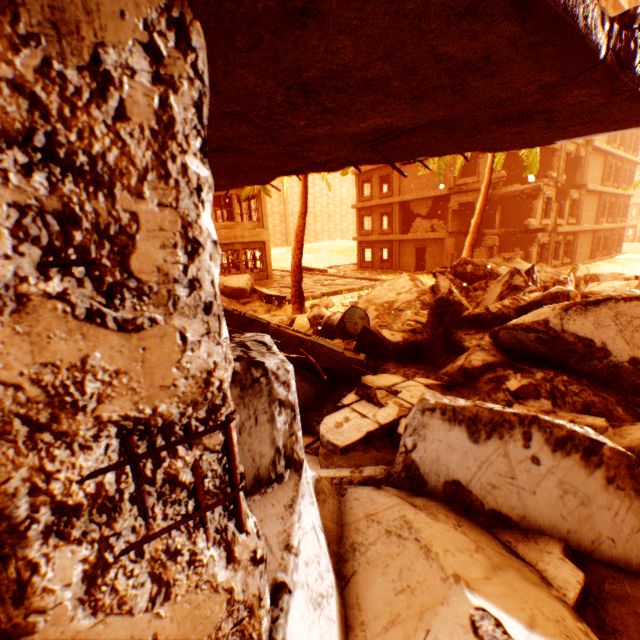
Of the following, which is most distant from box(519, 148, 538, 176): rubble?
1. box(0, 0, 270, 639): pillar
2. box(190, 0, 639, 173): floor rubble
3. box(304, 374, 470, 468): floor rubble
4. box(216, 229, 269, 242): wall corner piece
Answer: box(304, 374, 470, 468): floor rubble

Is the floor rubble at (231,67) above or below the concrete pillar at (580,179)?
below

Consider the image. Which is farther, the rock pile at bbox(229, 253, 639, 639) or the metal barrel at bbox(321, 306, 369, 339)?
the metal barrel at bbox(321, 306, 369, 339)

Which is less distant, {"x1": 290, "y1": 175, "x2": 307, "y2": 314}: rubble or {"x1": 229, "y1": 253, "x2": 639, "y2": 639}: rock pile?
{"x1": 229, "y1": 253, "x2": 639, "y2": 639}: rock pile

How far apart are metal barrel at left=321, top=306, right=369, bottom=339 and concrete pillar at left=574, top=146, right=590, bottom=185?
29.2 meters

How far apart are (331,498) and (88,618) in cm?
144

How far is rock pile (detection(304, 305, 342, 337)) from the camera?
7.77m

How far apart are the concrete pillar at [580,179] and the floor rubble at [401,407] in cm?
3012
